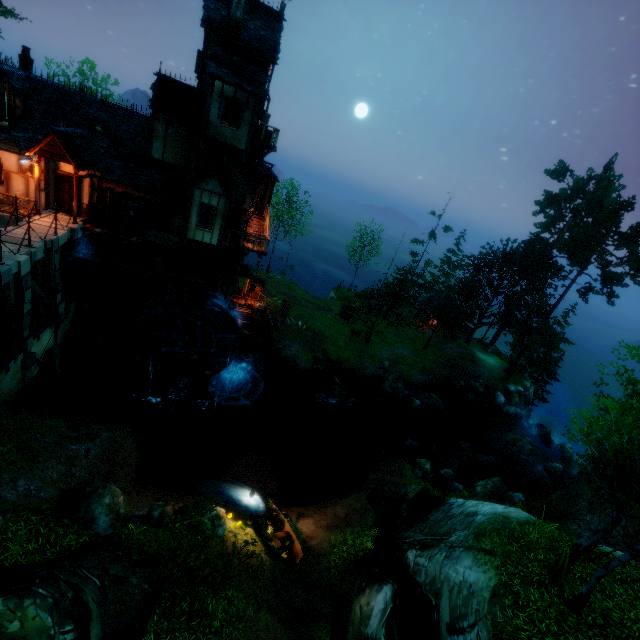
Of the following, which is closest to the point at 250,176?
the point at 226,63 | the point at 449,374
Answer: the point at 226,63

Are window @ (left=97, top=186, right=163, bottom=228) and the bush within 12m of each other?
no

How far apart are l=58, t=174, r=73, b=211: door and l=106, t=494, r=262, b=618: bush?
17.9m

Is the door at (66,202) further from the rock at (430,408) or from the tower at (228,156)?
the rock at (430,408)

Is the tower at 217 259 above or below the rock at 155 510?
above

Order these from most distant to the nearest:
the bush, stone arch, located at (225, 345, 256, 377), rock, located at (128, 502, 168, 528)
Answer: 1. stone arch, located at (225, 345, 256, 377)
2. rock, located at (128, 502, 168, 528)
3. the bush

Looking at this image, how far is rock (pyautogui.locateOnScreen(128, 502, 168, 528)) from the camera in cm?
1069

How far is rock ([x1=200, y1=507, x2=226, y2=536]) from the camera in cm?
1167
